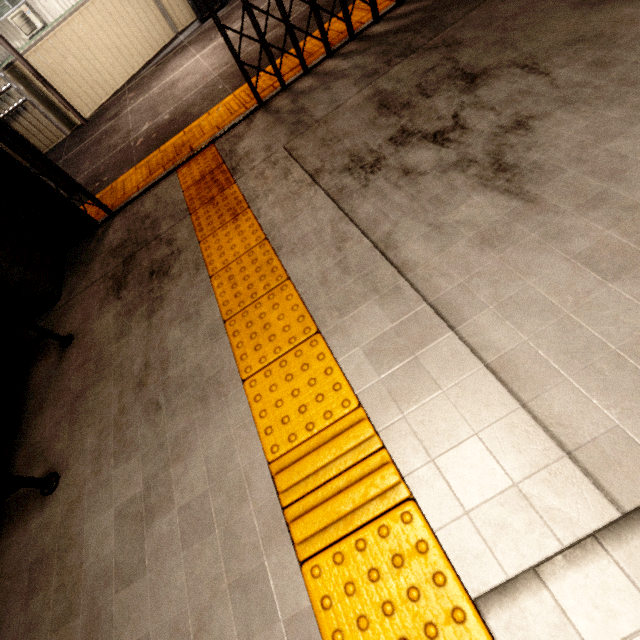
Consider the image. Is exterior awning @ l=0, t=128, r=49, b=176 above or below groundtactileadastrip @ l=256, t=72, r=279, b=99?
above

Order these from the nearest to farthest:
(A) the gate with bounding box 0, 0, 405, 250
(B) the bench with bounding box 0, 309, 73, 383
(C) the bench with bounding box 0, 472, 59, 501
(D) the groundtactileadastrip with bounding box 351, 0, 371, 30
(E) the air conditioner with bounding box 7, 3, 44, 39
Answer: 1. (C) the bench with bounding box 0, 472, 59, 501
2. (B) the bench with bounding box 0, 309, 73, 383
3. (A) the gate with bounding box 0, 0, 405, 250
4. (D) the groundtactileadastrip with bounding box 351, 0, 371, 30
5. (E) the air conditioner with bounding box 7, 3, 44, 39

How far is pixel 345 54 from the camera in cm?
317

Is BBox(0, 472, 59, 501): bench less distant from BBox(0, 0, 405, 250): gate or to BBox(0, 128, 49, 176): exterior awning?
BBox(0, 0, 405, 250): gate

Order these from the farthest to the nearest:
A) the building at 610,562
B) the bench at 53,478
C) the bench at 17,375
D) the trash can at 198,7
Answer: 1. the trash can at 198,7
2. the bench at 17,375
3. the bench at 53,478
4. the building at 610,562

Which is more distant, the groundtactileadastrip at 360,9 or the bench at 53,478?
the groundtactileadastrip at 360,9

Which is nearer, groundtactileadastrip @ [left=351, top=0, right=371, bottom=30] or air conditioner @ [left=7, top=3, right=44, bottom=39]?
groundtactileadastrip @ [left=351, top=0, right=371, bottom=30]

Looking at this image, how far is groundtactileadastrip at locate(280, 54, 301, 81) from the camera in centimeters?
344cm
